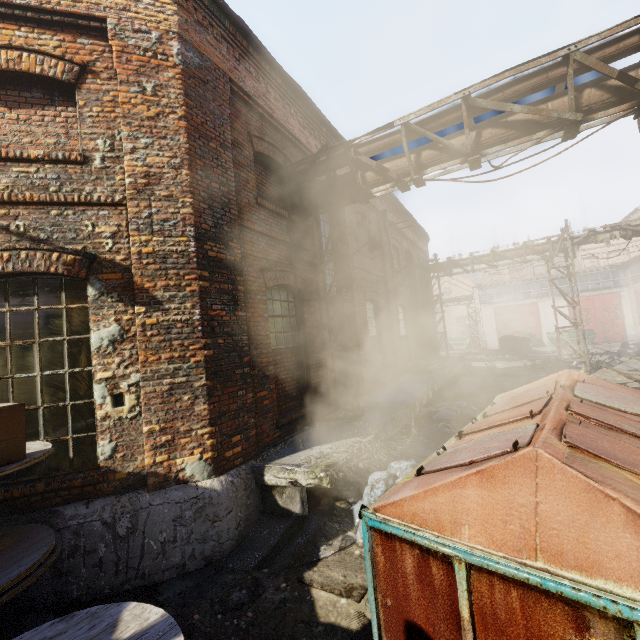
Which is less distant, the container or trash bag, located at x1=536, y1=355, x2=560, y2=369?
trash bag, located at x1=536, y1=355, x2=560, y2=369

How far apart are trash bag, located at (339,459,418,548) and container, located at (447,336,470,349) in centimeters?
3464cm

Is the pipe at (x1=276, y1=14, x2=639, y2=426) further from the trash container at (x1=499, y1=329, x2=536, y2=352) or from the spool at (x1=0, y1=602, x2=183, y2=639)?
the trash container at (x1=499, y1=329, x2=536, y2=352)

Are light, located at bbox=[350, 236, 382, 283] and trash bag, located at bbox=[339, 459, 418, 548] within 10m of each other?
yes

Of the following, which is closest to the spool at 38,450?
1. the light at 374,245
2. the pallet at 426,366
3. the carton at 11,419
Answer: the carton at 11,419

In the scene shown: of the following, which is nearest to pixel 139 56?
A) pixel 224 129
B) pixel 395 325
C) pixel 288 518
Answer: pixel 224 129

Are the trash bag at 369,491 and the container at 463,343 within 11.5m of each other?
no

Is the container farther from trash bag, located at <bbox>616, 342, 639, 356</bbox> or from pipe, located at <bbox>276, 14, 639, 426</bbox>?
pipe, located at <bbox>276, 14, 639, 426</bbox>
